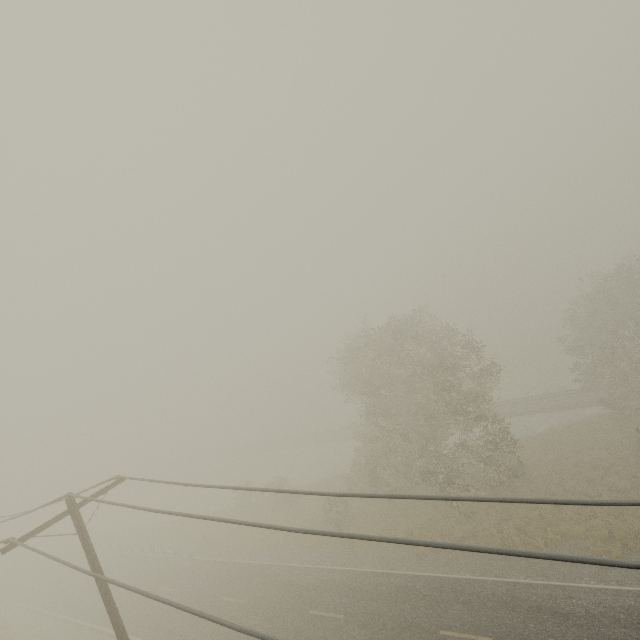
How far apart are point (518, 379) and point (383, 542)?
46.9 meters
